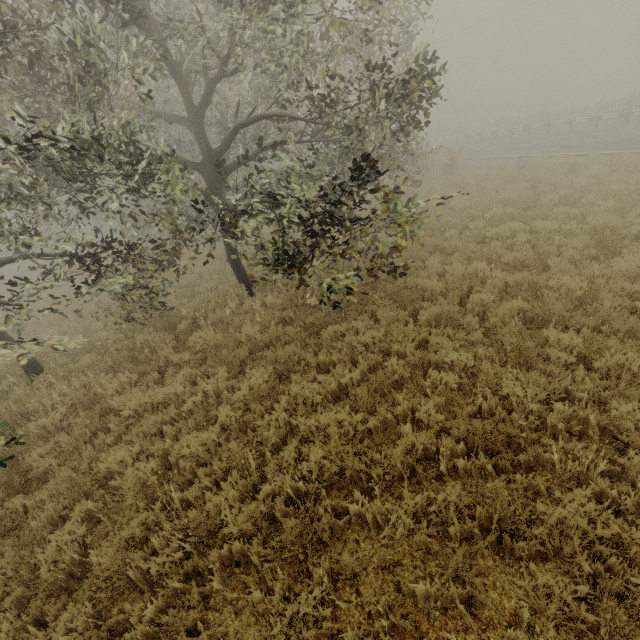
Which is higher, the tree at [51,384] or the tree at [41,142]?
the tree at [41,142]

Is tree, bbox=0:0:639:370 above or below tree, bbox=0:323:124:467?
above

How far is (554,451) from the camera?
3.6m
